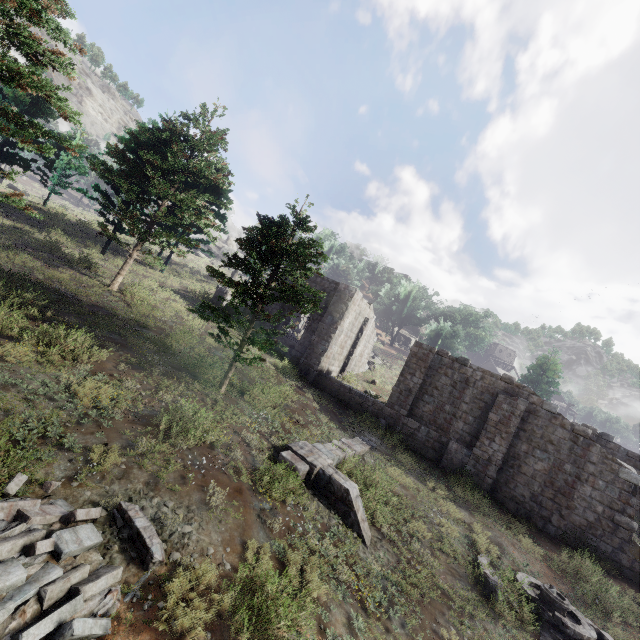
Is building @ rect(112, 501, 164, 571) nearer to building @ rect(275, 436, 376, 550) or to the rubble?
the rubble

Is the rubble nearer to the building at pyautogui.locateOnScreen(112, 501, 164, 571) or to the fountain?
the building at pyautogui.locateOnScreen(112, 501, 164, 571)

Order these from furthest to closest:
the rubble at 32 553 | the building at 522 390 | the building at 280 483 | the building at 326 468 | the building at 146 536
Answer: the building at 522 390 < the building at 326 468 < the building at 280 483 < the building at 146 536 < the rubble at 32 553

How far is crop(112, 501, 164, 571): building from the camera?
5.2m

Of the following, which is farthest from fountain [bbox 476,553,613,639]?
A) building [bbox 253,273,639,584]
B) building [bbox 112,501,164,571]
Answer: building [bbox 112,501,164,571]

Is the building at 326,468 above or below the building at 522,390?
below

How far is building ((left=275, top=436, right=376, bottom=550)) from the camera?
9.2m

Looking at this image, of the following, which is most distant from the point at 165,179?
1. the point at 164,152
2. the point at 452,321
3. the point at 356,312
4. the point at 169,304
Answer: the point at 452,321
